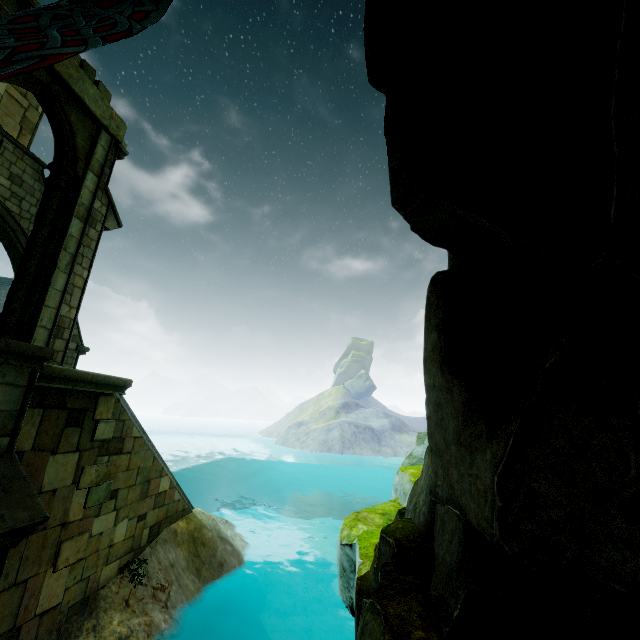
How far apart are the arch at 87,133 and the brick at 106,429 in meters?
6.0

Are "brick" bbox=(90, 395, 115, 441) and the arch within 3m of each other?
no

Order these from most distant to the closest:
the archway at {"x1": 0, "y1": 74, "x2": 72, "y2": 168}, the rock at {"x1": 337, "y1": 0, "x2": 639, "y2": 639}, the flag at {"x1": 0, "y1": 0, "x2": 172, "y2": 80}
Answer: the archway at {"x1": 0, "y1": 74, "x2": 72, "y2": 168}, the flag at {"x1": 0, "y1": 0, "x2": 172, "y2": 80}, the rock at {"x1": 337, "y1": 0, "x2": 639, "y2": 639}

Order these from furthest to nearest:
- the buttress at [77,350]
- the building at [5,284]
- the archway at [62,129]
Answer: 1. the building at [5,284]
2. the buttress at [77,350]
3. the archway at [62,129]

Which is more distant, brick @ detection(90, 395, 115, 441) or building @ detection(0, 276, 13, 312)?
building @ detection(0, 276, 13, 312)

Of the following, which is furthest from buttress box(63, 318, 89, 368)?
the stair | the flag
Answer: the flag

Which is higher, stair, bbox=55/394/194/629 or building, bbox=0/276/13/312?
building, bbox=0/276/13/312

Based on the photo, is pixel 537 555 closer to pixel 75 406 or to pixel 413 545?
pixel 413 545
